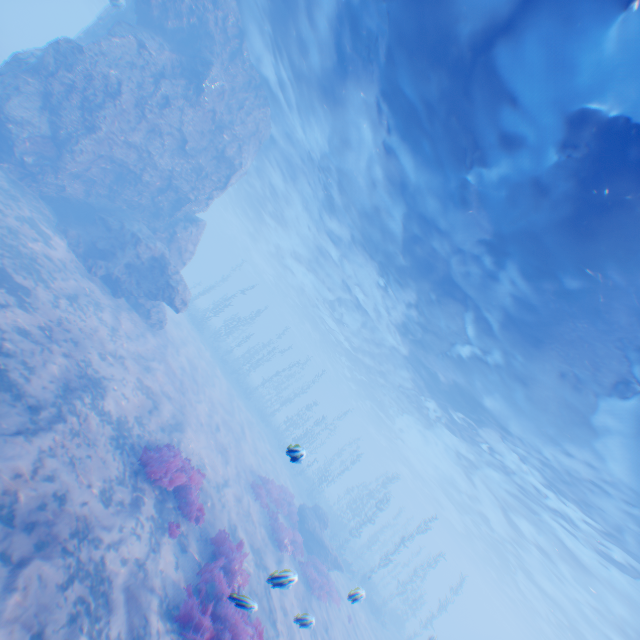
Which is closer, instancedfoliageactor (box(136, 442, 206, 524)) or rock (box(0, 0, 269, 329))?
instancedfoliageactor (box(136, 442, 206, 524))

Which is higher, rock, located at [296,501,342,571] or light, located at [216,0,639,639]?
light, located at [216,0,639,639]

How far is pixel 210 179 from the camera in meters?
18.7

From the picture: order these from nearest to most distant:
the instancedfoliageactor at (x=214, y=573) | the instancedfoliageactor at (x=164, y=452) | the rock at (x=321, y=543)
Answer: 1. the instancedfoliageactor at (x=214, y=573)
2. the instancedfoliageactor at (x=164, y=452)
3. the rock at (x=321, y=543)

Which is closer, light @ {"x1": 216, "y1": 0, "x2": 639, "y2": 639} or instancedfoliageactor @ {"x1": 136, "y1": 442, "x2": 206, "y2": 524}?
light @ {"x1": 216, "y1": 0, "x2": 639, "y2": 639}

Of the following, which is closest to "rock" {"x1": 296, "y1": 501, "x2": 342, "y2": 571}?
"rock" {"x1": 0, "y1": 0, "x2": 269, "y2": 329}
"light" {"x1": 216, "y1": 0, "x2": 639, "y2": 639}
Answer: "light" {"x1": 216, "y1": 0, "x2": 639, "y2": 639}

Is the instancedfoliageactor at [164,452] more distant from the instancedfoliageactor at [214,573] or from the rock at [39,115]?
the rock at [39,115]

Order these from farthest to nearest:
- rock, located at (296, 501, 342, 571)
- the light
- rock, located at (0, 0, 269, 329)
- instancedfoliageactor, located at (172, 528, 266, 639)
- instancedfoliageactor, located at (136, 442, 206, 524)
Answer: rock, located at (296, 501, 342, 571) → rock, located at (0, 0, 269, 329) → instancedfoliageactor, located at (136, 442, 206, 524) → the light → instancedfoliageactor, located at (172, 528, 266, 639)
